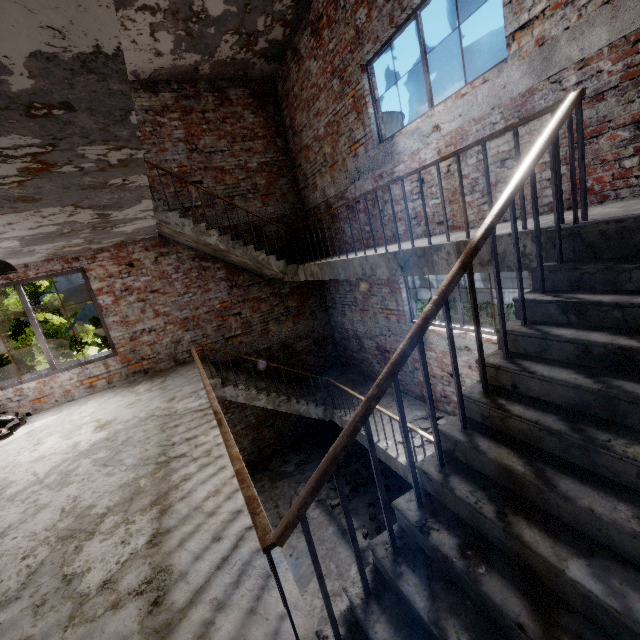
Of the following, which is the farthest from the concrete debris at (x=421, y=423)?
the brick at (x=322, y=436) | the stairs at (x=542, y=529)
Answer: the brick at (x=322, y=436)

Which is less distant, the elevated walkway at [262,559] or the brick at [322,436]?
the elevated walkway at [262,559]

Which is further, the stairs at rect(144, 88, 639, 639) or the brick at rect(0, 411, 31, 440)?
the brick at rect(0, 411, 31, 440)

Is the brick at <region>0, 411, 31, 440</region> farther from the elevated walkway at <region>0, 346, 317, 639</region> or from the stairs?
the stairs

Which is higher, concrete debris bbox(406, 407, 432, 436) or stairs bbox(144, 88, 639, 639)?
stairs bbox(144, 88, 639, 639)

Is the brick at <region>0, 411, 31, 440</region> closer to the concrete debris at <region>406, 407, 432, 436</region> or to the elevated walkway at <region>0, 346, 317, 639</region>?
the elevated walkway at <region>0, 346, 317, 639</region>

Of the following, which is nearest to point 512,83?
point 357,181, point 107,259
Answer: point 357,181

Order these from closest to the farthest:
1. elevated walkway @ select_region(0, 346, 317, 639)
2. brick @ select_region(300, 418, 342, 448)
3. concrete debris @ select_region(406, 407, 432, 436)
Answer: elevated walkway @ select_region(0, 346, 317, 639), concrete debris @ select_region(406, 407, 432, 436), brick @ select_region(300, 418, 342, 448)
